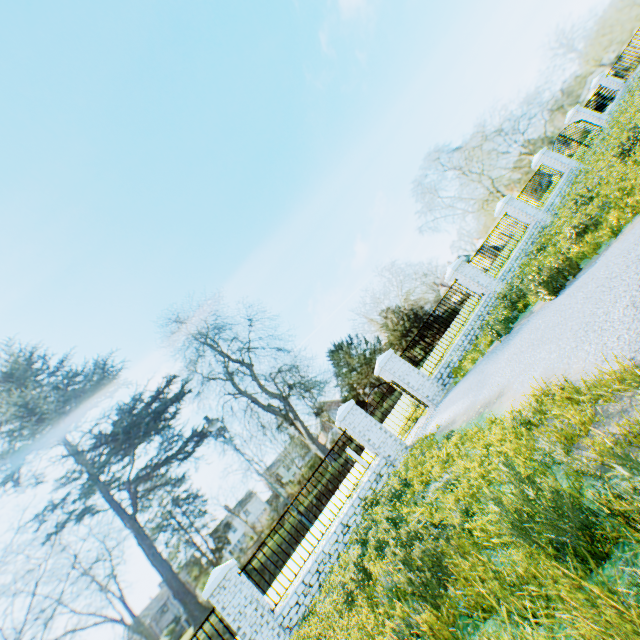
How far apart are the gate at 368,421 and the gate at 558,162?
17.6 meters

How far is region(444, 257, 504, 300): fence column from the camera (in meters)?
13.20

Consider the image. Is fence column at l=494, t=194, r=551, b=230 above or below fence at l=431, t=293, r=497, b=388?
above

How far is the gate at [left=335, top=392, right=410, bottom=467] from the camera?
9.9m

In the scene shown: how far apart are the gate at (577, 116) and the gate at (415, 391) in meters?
21.0 m

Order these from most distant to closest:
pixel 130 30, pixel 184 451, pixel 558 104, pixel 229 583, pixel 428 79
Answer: pixel 184 451 → pixel 428 79 → pixel 558 104 → pixel 130 30 → pixel 229 583

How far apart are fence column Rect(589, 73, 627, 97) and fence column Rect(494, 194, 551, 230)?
16.06m

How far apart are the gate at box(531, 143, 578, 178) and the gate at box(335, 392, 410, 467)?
17.55m
